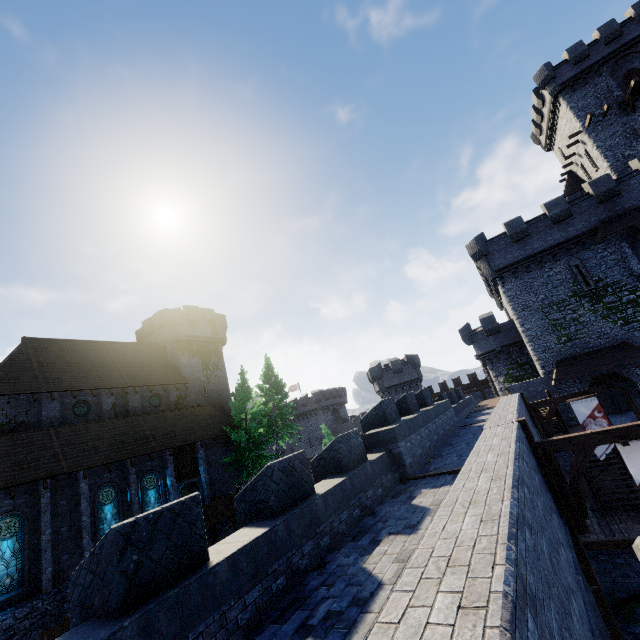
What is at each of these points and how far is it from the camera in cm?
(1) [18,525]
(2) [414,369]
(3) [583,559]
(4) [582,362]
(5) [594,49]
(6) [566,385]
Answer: (1) window glass, 1789
(2) building tower, 4353
(3) wooden post, 801
(4) awning, 2378
(5) building, 3006
(6) building tower, 2444

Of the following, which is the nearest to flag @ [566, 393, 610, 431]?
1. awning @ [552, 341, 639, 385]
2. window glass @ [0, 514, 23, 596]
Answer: awning @ [552, 341, 639, 385]

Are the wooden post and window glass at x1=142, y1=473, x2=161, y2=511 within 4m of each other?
no

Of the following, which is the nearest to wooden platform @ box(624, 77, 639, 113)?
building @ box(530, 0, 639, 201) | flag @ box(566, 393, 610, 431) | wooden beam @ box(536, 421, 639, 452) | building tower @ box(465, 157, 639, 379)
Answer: building @ box(530, 0, 639, 201)

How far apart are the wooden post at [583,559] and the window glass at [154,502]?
25.5 meters

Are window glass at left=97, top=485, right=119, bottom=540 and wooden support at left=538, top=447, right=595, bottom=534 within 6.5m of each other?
no

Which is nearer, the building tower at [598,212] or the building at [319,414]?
the building tower at [598,212]

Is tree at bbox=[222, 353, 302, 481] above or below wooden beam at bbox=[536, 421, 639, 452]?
above
